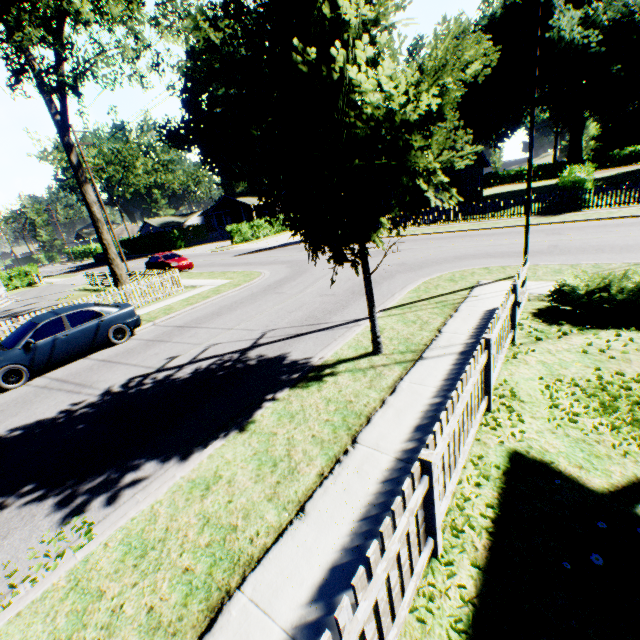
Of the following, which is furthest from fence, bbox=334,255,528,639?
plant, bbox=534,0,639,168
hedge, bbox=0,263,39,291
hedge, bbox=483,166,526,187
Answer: hedge, bbox=483,166,526,187

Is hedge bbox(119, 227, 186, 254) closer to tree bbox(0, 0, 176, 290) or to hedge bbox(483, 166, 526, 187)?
tree bbox(0, 0, 176, 290)

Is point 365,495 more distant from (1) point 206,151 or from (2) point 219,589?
(1) point 206,151

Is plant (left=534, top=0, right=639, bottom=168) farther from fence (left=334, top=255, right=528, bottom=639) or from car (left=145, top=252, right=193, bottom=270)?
car (left=145, top=252, right=193, bottom=270)

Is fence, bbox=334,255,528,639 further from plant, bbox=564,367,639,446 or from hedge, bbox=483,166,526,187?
hedge, bbox=483,166,526,187

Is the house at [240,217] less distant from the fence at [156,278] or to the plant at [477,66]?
the fence at [156,278]

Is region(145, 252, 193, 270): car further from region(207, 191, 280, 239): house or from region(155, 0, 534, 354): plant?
region(155, 0, 534, 354): plant

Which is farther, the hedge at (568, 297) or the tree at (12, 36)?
the tree at (12, 36)
